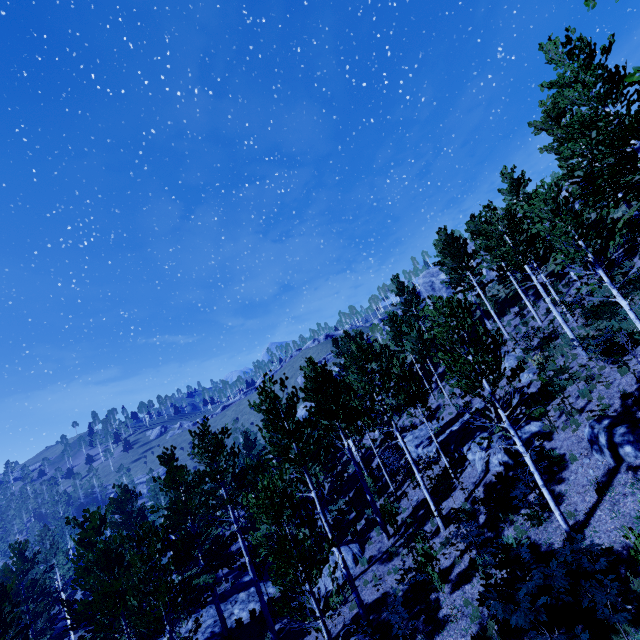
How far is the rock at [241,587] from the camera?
19.5m

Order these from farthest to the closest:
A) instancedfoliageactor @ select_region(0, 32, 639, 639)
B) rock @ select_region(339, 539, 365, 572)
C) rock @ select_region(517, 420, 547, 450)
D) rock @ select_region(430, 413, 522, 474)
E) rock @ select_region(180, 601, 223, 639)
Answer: rock @ select_region(180, 601, 223, 639) → rock @ select_region(339, 539, 365, 572) → rock @ select_region(430, 413, 522, 474) → rock @ select_region(517, 420, 547, 450) → instancedfoliageactor @ select_region(0, 32, 639, 639)

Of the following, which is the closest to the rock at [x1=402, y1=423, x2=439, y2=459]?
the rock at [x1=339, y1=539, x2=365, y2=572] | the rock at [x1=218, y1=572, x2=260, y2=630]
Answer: the rock at [x1=339, y1=539, x2=365, y2=572]

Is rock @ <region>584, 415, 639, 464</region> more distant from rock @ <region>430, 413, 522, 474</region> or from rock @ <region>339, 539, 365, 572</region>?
rock @ <region>339, 539, 365, 572</region>

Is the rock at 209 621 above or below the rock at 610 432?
below

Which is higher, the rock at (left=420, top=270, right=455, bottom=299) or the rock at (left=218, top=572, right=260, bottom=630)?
the rock at (left=420, top=270, right=455, bottom=299)

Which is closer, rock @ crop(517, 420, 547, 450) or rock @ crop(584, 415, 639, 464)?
rock @ crop(584, 415, 639, 464)

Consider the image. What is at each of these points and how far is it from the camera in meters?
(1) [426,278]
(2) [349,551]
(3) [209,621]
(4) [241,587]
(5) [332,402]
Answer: (1) rock, 55.7 m
(2) rock, 17.1 m
(3) rock, 19.8 m
(4) rock, 22.3 m
(5) instancedfoliageactor, 17.4 m
